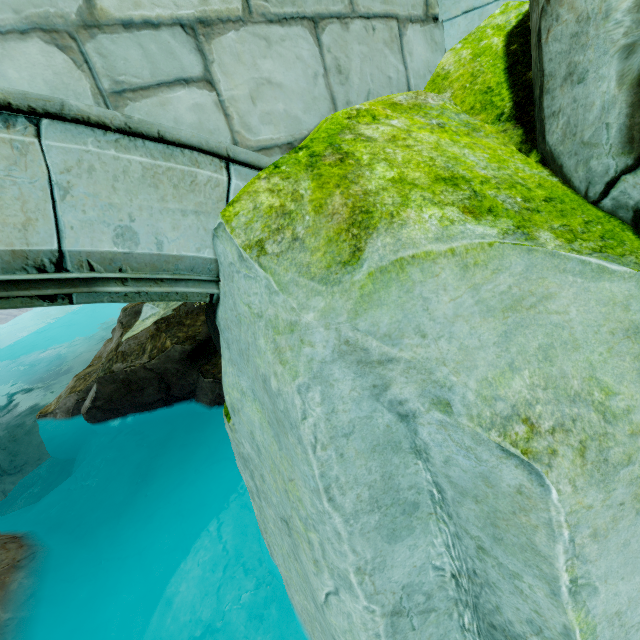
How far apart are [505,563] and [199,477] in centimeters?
564cm
